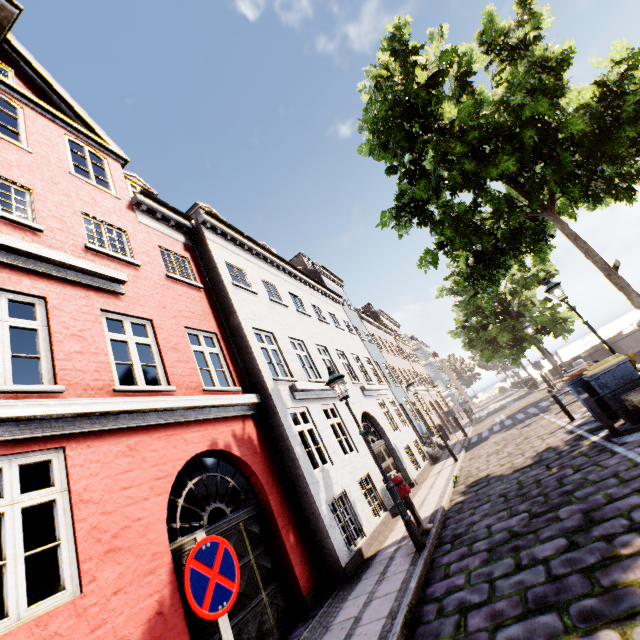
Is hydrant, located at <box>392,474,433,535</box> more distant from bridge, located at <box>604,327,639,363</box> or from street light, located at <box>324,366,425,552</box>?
bridge, located at <box>604,327,639,363</box>

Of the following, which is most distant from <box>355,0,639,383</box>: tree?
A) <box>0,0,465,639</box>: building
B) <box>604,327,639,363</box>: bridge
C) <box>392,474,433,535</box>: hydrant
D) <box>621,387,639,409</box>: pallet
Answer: <box>392,474,433,535</box>: hydrant

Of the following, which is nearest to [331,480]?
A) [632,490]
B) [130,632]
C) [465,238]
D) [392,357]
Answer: [130,632]

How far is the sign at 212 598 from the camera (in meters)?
2.34

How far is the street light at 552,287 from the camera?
8.9m

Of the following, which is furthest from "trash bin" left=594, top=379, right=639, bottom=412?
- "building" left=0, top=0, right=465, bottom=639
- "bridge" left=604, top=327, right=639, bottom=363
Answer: "building" left=0, top=0, right=465, bottom=639

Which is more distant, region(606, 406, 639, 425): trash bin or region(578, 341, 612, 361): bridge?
region(578, 341, 612, 361): bridge

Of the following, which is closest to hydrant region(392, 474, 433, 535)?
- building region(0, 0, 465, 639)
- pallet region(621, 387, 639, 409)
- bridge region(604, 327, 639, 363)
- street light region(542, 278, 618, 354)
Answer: pallet region(621, 387, 639, 409)
